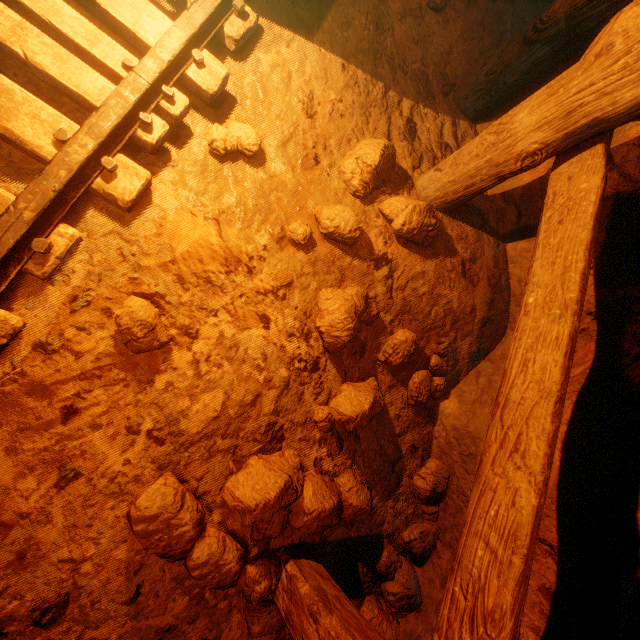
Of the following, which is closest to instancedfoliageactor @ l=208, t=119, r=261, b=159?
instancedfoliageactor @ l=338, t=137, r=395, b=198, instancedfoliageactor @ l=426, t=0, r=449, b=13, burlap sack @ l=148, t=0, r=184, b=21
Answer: burlap sack @ l=148, t=0, r=184, b=21

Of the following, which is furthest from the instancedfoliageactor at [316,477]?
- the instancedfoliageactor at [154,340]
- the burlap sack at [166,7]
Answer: the instancedfoliageactor at [154,340]

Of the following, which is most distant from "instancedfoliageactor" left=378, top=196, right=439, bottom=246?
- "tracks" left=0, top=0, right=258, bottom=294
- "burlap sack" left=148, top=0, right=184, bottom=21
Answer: "tracks" left=0, top=0, right=258, bottom=294

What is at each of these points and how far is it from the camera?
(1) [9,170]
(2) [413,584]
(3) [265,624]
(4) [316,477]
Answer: (1) burlap sack, 1.4 meters
(2) instancedfoliageactor, 1.9 meters
(3) instancedfoliageactor, 1.5 meters
(4) instancedfoliageactor, 1.7 meters

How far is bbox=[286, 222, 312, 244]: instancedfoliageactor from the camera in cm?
190

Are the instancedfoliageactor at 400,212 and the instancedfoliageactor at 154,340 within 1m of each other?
no

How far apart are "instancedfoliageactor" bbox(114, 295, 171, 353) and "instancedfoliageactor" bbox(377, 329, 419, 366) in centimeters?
132cm

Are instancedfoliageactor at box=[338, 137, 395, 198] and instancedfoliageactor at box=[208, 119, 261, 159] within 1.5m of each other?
yes
